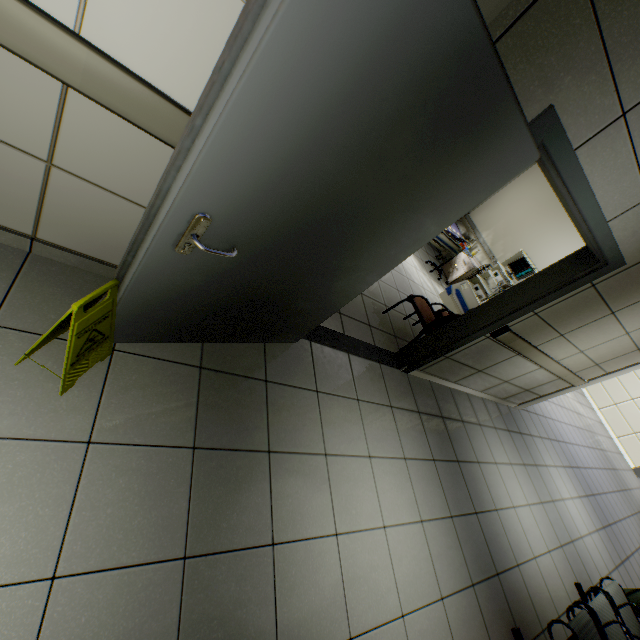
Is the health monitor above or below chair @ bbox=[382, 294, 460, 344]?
above

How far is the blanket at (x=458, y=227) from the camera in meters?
7.2 m

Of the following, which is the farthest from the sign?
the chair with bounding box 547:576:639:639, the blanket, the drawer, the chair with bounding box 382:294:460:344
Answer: the blanket

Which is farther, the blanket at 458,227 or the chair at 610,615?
the blanket at 458,227

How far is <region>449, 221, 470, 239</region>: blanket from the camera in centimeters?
717cm

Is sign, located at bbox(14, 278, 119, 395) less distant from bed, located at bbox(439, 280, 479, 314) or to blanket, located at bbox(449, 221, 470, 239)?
bed, located at bbox(439, 280, 479, 314)

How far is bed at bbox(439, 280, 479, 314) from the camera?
4.7 meters

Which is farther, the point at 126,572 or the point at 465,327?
the point at 465,327
